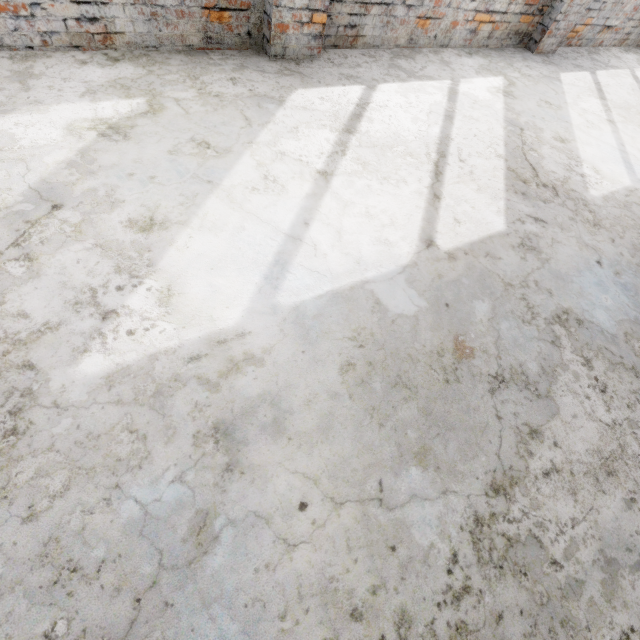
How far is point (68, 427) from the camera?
1.4 meters
